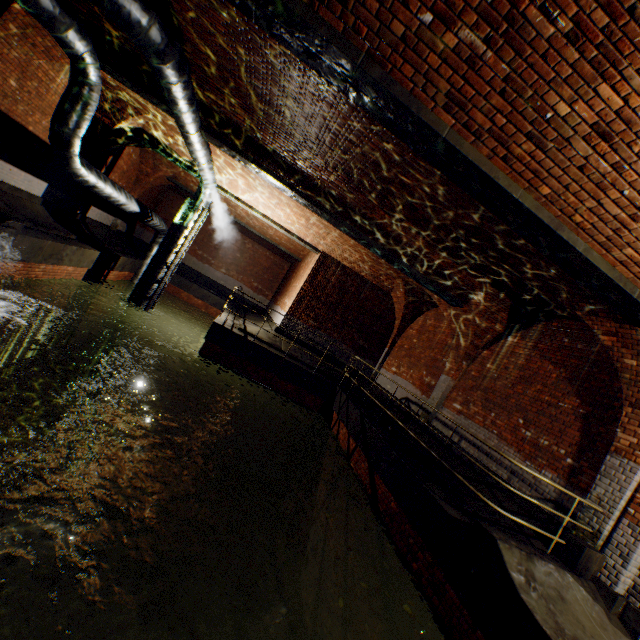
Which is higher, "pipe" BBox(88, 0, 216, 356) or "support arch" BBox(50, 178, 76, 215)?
"pipe" BBox(88, 0, 216, 356)

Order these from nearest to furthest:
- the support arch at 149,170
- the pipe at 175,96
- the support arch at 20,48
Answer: the pipe at 175,96 < the support arch at 20,48 < the support arch at 149,170

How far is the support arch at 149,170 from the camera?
10.4 meters

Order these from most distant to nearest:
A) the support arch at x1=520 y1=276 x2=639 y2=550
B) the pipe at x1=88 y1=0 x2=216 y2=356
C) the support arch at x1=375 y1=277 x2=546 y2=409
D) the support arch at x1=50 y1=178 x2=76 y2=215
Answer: the support arch at x1=50 y1=178 x2=76 y2=215
the support arch at x1=375 y1=277 x2=546 y2=409
the support arch at x1=520 y1=276 x2=639 y2=550
the pipe at x1=88 y1=0 x2=216 y2=356

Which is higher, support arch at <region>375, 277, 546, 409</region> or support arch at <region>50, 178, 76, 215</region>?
support arch at <region>375, 277, 546, 409</region>

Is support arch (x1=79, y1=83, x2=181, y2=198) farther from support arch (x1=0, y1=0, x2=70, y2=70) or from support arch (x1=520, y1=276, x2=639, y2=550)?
support arch (x1=520, y1=276, x2=639, y2=550)

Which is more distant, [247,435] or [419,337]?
[419,337]

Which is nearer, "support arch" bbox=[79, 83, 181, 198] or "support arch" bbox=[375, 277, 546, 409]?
"support arch" bbox=[375, 277, 546, 409]
